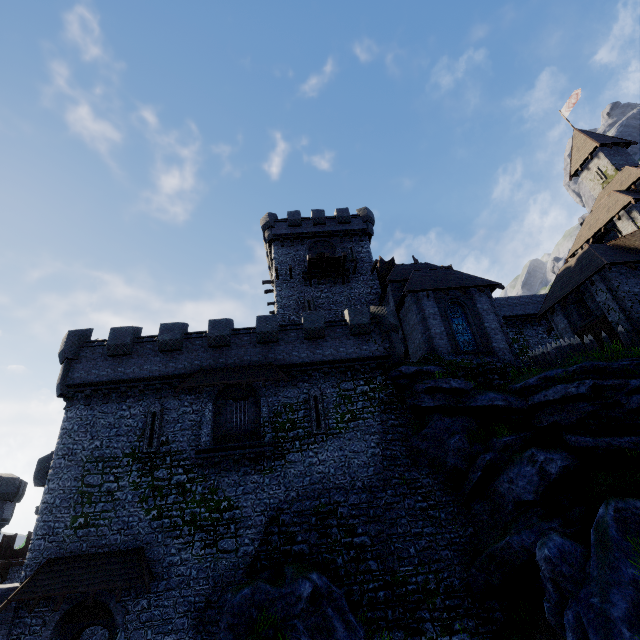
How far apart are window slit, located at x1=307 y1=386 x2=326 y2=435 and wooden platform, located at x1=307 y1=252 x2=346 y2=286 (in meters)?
12.27

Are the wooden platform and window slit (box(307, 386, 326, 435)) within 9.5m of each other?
no

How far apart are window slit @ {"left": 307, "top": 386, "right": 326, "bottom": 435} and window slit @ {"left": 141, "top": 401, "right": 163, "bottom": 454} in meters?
8.3

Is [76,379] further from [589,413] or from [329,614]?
[589,413]

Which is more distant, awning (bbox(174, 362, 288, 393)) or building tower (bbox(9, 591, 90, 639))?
awning (bbox(174, 362, 288, 393))

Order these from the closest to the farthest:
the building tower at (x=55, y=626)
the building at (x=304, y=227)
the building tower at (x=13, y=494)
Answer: the building tower at (x=55, y=626)
the building at (x=304, y=227)
the building tower at (x=13, y=494)

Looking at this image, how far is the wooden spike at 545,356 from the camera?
18.8m

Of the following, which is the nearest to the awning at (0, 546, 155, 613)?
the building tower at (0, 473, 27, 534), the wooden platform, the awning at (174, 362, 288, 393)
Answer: the awning at (174, 362, 288, 393)
